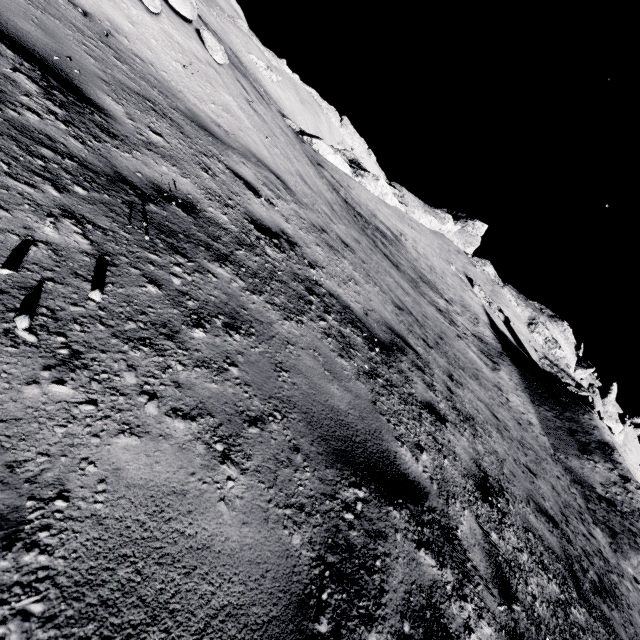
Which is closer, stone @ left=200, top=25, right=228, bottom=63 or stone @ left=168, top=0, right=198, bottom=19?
stone @ left=168, top=0, right=198, bottom=19

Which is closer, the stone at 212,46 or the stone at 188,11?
the stone at 188,11

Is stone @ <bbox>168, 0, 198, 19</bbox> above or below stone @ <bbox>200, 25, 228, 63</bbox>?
above

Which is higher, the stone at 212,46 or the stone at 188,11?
the stone at 188,11

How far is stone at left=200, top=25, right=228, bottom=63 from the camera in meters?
6.8

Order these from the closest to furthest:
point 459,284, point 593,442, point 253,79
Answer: point 253,79
point 593,442
point 459,284
